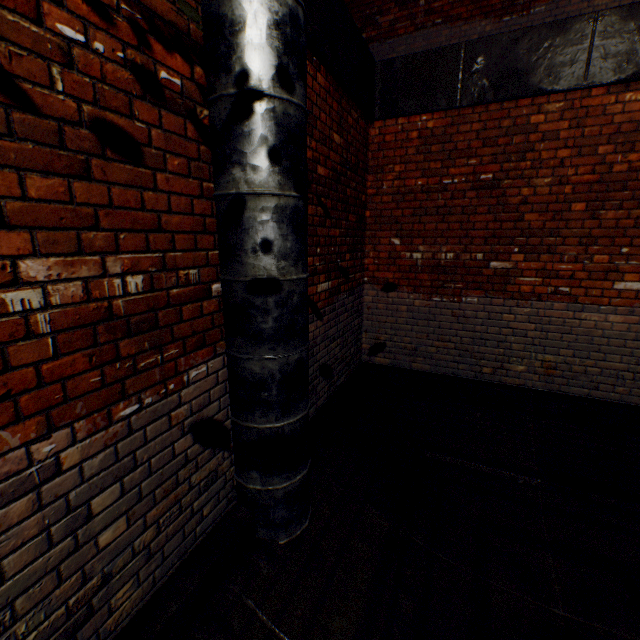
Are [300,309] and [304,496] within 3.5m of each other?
yes

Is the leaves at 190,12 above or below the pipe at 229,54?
above

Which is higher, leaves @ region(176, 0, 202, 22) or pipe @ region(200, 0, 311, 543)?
leaves @ region(176, 0, 202, 22)
